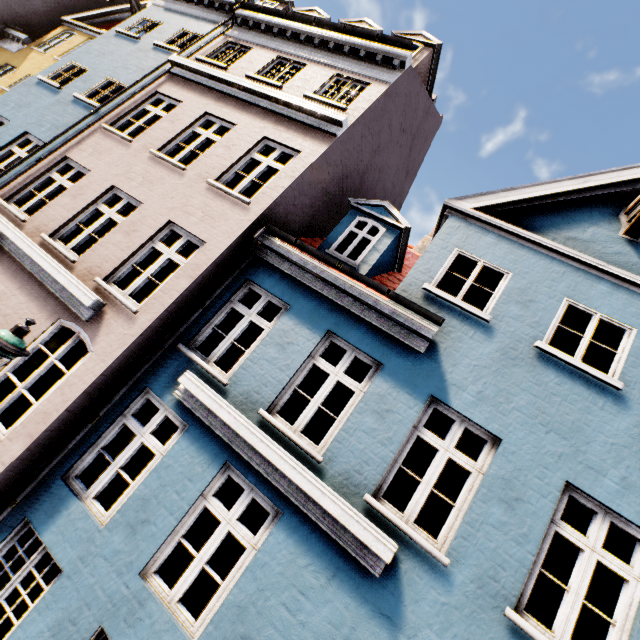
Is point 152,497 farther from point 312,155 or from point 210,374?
point 312,155
